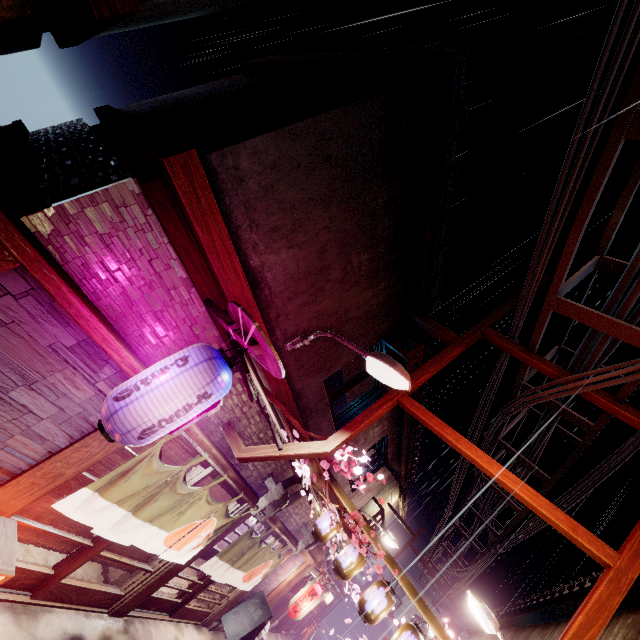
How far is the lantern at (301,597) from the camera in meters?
17.5

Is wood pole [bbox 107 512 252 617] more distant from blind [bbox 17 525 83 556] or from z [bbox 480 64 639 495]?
z [bbox 480 64 639 495]

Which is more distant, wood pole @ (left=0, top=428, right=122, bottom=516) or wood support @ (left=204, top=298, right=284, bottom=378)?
wood pole @ (left=0, top=428, right=122, bottom=516)

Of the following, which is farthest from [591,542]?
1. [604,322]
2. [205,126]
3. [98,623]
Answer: [98,623]

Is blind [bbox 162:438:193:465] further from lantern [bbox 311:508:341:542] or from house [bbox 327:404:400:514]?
lantern [bbox 311:508:341:542]

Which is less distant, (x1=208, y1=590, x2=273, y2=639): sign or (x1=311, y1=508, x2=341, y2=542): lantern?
(x1=311, y1=508, x2=341, y2=542): lantern

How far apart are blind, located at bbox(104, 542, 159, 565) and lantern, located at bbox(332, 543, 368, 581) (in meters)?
5.85

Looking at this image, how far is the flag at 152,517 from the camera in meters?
7.0 m
